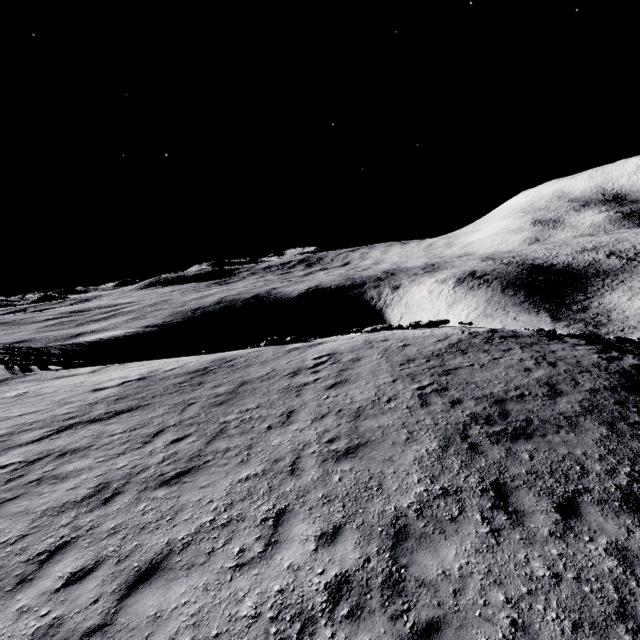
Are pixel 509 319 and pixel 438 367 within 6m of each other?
no
